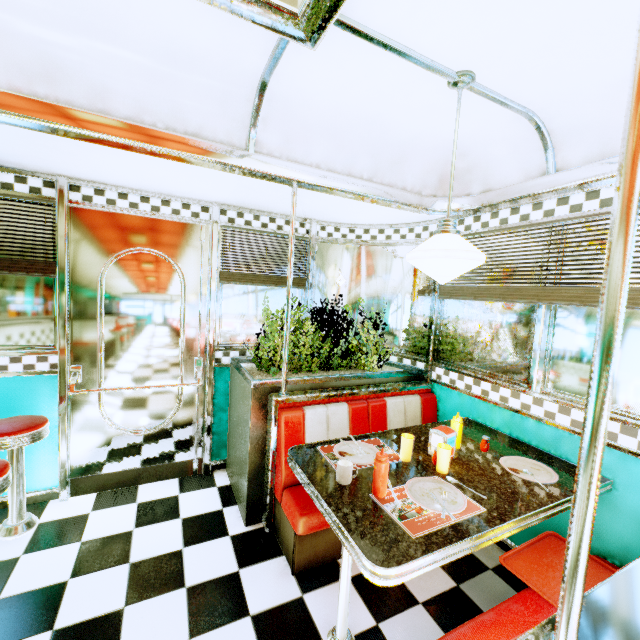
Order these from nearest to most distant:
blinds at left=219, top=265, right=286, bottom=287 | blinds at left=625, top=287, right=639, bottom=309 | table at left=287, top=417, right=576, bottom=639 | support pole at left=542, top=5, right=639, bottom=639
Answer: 1. support pole at left=542, top=5, right=639, bottom=639
2. table at left=287, top=417, right=576, bottom=639
3. blinds at left=625, top=287, right=639, bottom=309
4. blinds at left=219, top=265, right=286, bottom=287

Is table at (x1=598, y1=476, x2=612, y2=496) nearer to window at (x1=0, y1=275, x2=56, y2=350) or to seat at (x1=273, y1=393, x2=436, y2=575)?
seat at (x1=273, y1=393, x2=436, y2=575)

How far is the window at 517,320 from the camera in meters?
2.1 m

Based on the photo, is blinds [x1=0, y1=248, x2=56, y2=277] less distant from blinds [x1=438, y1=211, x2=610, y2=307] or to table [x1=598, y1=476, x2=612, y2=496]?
table [x1=598, y1=476, x2=612, y2=496]

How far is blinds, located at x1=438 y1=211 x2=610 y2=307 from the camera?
2.0 meters

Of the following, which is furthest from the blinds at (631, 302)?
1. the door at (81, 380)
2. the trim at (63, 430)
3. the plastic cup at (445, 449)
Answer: the trim at (63, 430)

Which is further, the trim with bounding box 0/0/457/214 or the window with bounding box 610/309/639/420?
the window with bounding box 610/309/639/420

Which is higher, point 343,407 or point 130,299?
point 130,299
